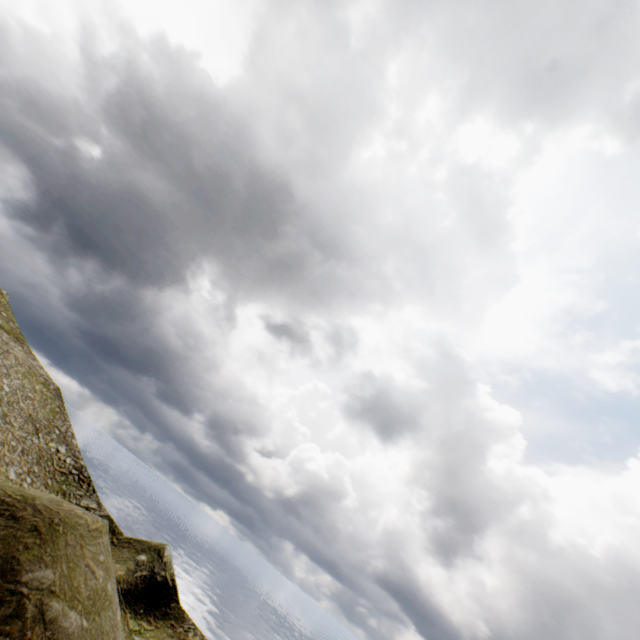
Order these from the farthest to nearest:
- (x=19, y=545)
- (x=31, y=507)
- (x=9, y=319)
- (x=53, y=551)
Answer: (x=9, y=319) < (x=31, y=507) < (x=53, y=551) < (x=19, y=545)
